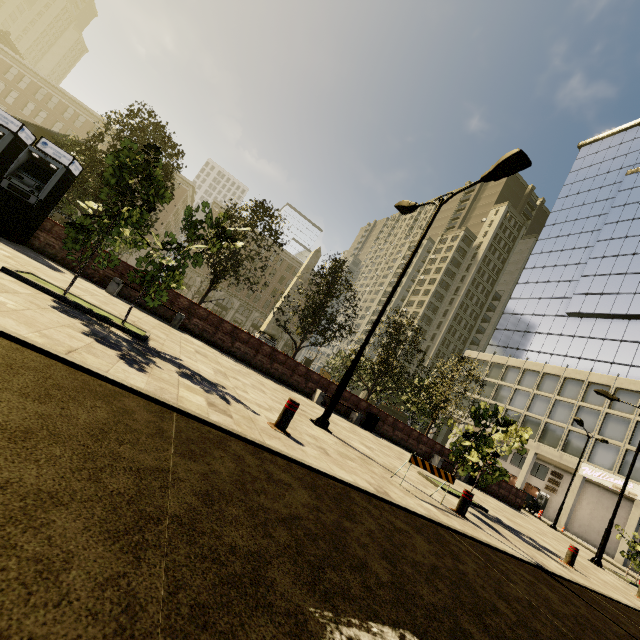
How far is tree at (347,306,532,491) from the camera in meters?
10.3

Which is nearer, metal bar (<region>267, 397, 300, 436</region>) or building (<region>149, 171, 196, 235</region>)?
metal bar (<region>267, 397, 300, 436</region>)

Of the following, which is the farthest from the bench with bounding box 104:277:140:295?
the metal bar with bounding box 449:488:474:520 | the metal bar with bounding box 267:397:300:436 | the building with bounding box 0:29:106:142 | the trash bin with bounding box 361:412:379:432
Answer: the building with bounding box 0:29:106:142

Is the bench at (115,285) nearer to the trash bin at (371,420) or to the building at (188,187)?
the trash bin at (371,420)

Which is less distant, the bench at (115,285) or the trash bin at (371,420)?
the bench at (115,285)

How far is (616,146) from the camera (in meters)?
53.12

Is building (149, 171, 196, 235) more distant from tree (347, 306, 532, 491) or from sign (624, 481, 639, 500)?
sign (624, 481, 639, 500)
